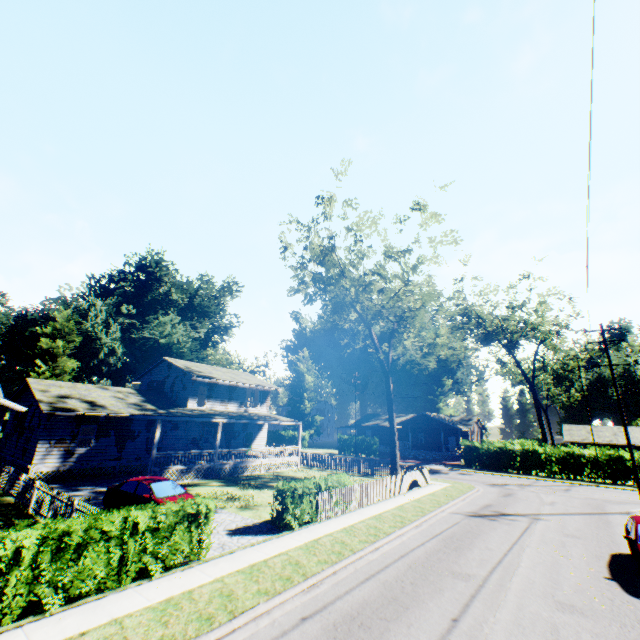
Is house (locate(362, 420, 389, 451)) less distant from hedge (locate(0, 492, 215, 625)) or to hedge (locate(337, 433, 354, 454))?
hedge (locate(337, 433, 354, 454))

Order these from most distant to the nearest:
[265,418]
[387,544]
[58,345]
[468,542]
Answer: [58,345]
[265,418]
[468,542]
[387,544]

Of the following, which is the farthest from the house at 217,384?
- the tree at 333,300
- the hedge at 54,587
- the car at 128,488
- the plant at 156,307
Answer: the hedge at 54,587

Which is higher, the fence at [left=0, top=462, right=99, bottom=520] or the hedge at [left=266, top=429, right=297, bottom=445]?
the hedge at [left=266, top=429, right=297, bottom=445]

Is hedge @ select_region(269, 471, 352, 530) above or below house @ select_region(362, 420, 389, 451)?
below

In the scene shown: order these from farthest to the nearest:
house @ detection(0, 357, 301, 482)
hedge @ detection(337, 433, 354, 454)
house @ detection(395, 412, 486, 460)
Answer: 1. hedge @ detection(337, 433, 354, 454)
2. house @ detection(395, 412, 486, 460)
3. house @ detection(0, 357, 301, 482)

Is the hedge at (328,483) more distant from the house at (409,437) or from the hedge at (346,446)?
the house at (409,437)

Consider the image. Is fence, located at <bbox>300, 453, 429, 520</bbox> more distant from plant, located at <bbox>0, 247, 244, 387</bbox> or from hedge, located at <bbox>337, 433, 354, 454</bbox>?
hedge, located at <bbox>337, 433, 354, 454</bbox>
